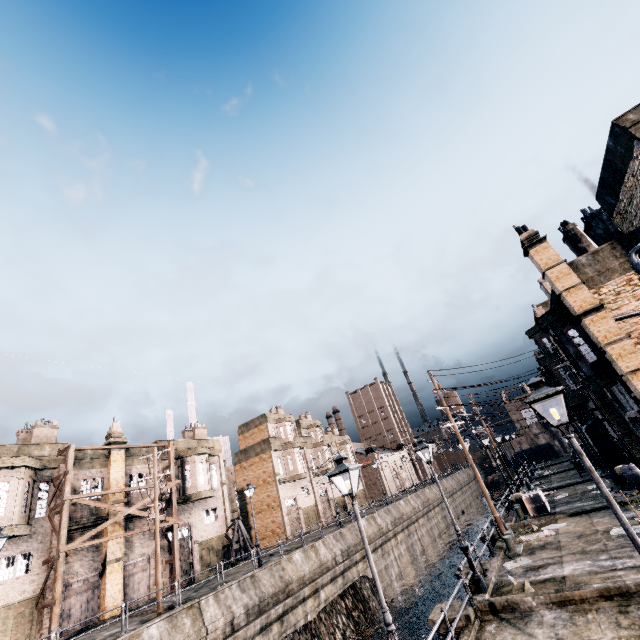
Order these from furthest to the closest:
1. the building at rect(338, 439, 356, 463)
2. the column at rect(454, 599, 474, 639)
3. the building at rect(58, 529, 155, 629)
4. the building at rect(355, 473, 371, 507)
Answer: the building at rect(338, 439, 356, 463) < the building at rect(355, 473, 371, 507) < the building at rect(58, 529, 155, 629) < the column at rect(454, 599, 474, 639)

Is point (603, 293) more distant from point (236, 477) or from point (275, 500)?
point (236, 477)

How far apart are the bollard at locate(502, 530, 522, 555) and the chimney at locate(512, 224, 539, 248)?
15.65m

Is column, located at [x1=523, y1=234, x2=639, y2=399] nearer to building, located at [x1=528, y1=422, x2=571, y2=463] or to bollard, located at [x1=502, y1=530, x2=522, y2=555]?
building, located at [x1=528, y1=422, x2=571, y2=463]

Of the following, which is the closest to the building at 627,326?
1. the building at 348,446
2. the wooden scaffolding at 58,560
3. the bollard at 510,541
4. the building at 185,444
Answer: the bollard at 510,541

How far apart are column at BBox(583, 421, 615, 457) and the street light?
26.9 meters

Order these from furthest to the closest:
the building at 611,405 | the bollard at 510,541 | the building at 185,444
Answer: → the building at 185,444 < the building at 611,405 < the bollard at 510,541

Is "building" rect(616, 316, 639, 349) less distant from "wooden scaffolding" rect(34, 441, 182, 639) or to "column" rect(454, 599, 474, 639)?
"column" rect(454, 599, 474, 639)
